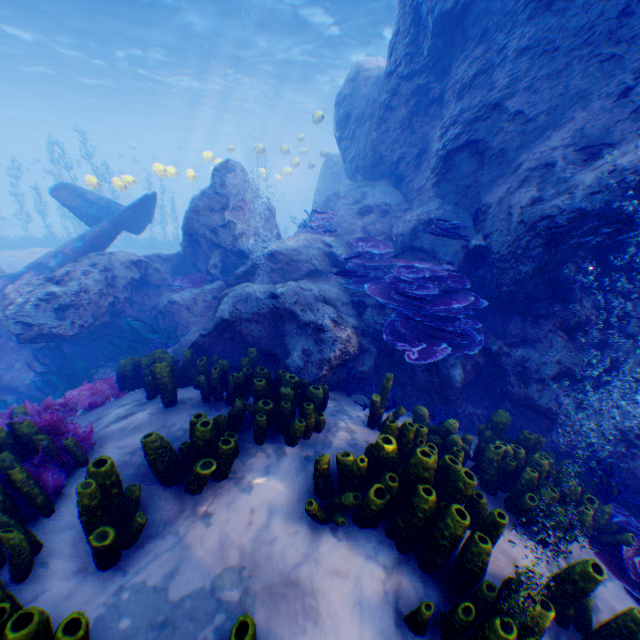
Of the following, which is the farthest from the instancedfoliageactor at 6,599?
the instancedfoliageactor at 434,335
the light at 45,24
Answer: the light at 45,24

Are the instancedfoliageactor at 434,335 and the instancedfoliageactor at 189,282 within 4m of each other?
Answer: no

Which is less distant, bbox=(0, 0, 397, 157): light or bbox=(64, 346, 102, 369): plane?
bbox=(64, 346, 102, 369): plane

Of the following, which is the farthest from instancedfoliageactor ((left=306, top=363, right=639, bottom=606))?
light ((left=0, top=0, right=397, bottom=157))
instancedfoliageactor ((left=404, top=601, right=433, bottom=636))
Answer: light ((left=0, top=0, right=397, bottom=157))

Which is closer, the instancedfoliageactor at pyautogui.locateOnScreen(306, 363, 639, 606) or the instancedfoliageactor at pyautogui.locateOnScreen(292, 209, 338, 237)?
the instancedfoliageactor at pyautogui.locateOnScreen(306, 363, 639, 606)

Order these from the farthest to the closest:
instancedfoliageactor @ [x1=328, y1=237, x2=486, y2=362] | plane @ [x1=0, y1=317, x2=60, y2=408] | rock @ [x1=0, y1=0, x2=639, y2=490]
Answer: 1. plane @ [x1=0, y1=317, x2=60, y2=408]
2. instancedfoliageactor @ [x1=328, y1=237, x2=486, y2=362]
3. rock @ [x1=0, y1=0, x2=639, y2=490]

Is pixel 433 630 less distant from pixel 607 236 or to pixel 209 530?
pixel 209 530

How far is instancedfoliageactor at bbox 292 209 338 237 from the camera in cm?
904
